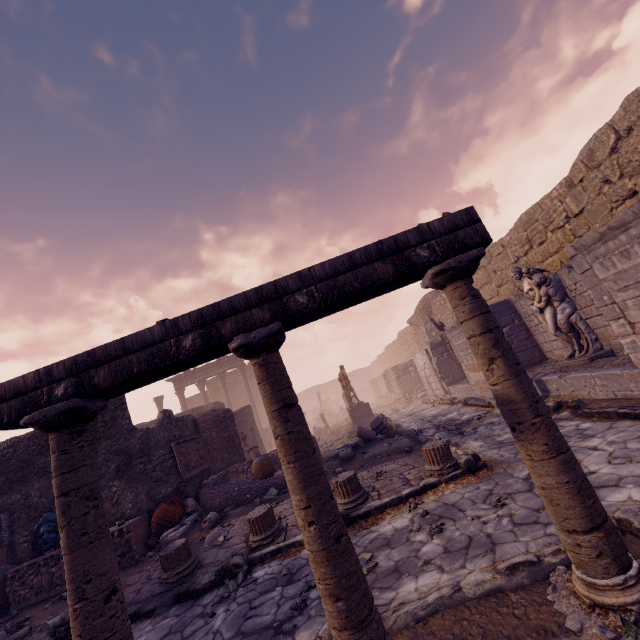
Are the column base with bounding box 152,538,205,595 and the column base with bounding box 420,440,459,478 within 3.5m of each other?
no

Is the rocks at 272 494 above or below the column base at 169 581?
above

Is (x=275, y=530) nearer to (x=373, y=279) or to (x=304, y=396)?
(x=373, y=279)

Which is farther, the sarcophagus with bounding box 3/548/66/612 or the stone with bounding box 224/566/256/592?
the sarcophagus with bounding box 3/548/66/612

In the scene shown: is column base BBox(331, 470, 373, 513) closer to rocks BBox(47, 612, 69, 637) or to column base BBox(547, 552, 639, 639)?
column base BBox(547, 552, 639, 639)

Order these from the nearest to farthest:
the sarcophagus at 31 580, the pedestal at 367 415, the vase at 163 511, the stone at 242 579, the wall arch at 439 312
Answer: the stone at 242 579, the sarcophagus at 31 580, the vase at 163 511, the pedestal at 367 415, the wall arch at 439 312

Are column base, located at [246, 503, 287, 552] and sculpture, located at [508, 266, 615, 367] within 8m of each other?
yes

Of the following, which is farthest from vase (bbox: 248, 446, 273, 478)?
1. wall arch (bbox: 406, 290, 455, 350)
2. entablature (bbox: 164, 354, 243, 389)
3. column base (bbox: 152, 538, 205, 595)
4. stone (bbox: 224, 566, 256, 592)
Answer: entablature (bbox: 164, 354, 243, 389)
